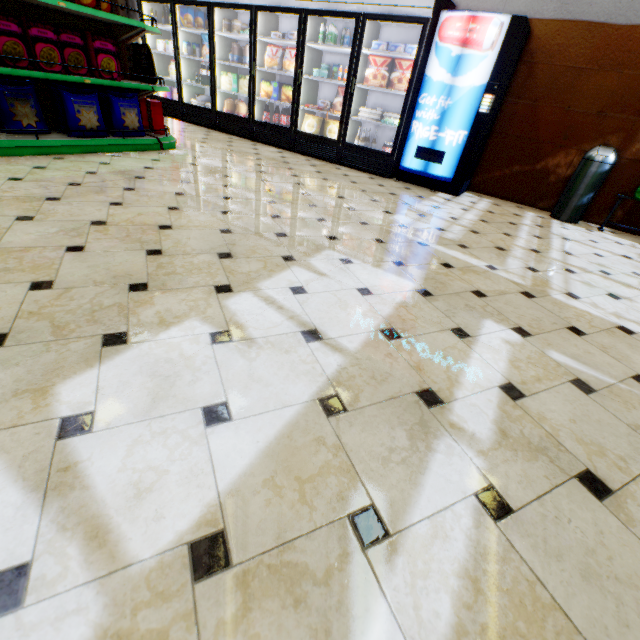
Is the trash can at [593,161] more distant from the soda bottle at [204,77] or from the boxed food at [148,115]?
the soda bottle at [204,77]

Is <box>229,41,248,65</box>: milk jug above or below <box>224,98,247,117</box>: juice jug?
above

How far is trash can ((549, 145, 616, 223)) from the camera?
4.2m

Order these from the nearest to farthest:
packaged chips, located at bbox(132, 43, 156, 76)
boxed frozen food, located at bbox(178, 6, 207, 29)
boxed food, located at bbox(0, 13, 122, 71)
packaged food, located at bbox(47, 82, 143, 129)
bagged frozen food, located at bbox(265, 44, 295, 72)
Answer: boxed food, located at bbox(0, 13, 122, 71) < packaged food, located at bbox(47, 82, 143, 129) < packaged chips, located at bbox(132, 43, 156, 76) < bagged frozen food, located at bbox(265, 44, 295, 72) < boxed frozen food, located at bbox(178, 6, 207, 29)

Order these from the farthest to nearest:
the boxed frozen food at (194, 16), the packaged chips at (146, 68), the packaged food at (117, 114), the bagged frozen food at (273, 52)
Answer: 1. the boxed frozen food at (194, 16)
2. the bagged frozen food at (273, 52)
3. the packaged chips at (146, 68)
4. the packaged food at (117, 114)

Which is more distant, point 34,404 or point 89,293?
point 89,293

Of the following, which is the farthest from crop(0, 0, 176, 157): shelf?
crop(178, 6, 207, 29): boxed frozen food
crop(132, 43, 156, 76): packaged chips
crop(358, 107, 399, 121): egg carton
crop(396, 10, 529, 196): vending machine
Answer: crop(396, 10, 529, 196): vending machine

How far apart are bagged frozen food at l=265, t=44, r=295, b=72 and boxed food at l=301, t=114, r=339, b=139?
0.9 meters
